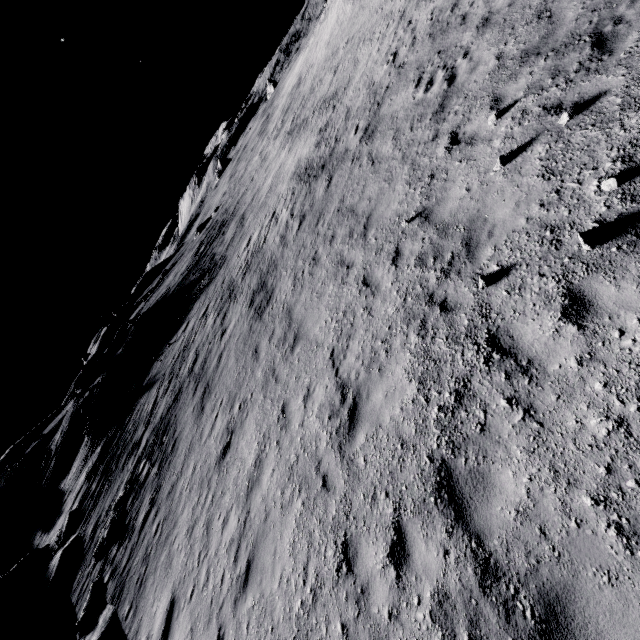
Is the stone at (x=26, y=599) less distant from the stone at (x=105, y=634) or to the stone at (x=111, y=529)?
the stone at (x=111, y=529)

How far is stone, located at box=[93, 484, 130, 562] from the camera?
14.5 meters

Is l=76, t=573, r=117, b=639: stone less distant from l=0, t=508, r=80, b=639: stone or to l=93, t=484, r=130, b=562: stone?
l=93, t=484, r=130, b=562: stone

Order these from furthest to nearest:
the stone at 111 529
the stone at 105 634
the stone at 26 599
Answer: the stone at 26 599 → the stone at 111 529 → the stone at 105 634

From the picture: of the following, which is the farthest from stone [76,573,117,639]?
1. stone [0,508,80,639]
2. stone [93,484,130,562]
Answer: stone [0,508,80,639]

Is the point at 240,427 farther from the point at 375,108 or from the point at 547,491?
the point at 375,108

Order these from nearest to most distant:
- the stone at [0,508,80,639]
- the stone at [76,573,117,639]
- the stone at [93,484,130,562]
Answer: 1. the stone at [76,573,117,639]
2. the stone at [93,484,130,562]
3. the stone at [0,508,80,639]
